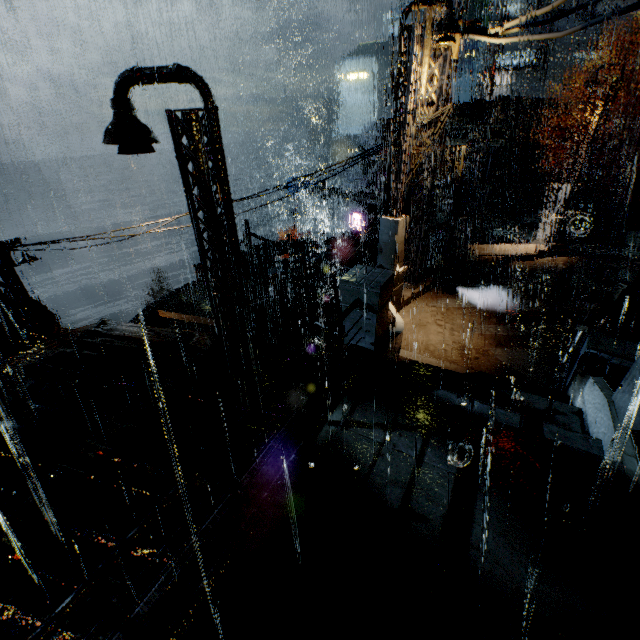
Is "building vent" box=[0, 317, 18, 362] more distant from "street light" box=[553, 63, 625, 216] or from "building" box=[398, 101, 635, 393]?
"street light" box=[553, 63, 625, 216]

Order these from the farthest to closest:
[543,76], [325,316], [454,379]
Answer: [543,76]
[325,316]
[454,379]

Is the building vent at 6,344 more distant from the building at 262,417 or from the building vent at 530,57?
the building vent at 530,57

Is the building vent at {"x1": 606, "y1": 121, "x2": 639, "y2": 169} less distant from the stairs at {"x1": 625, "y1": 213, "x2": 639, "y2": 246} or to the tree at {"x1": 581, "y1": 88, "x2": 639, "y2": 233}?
the stairs at {"x1": 625, "y1": 213, "x2": 639, "y2": 246}

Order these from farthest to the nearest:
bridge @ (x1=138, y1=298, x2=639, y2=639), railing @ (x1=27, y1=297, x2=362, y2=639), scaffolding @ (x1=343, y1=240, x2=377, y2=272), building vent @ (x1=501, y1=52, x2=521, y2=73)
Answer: building vent @ (x1=501, y1=52, x2=521, y2=73)
scaffolding @ (x1=343, y1=240, x2=377, y2=272)
bridge @ (x1=138, y1=298, x2=639, y2=639)
railing @ (x1=27, y1=297, x2=362, y2=639)

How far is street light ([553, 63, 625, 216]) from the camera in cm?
1292

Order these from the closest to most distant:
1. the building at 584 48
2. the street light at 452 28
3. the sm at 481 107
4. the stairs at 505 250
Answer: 1. the street light at 452 28
2. the stairs at 505 250
3. the sm at 481 107
4. the building at 584 48

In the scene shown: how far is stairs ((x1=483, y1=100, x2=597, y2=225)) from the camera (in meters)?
31.52
